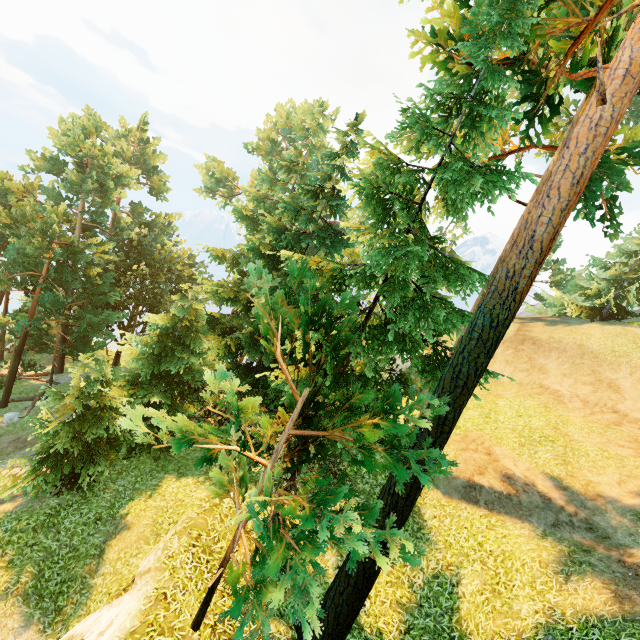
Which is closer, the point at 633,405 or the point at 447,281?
the point at 447,281
